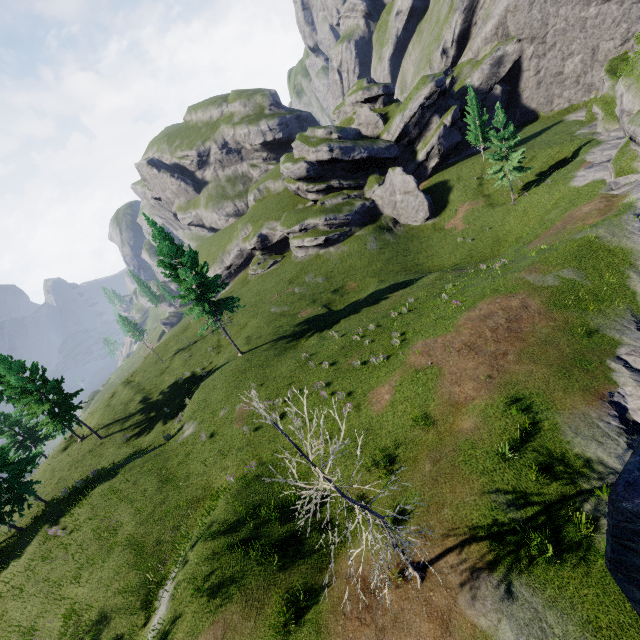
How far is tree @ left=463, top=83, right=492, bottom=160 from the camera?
43.6 meters

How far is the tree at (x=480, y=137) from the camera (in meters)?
43.62

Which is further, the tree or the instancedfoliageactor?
the tree

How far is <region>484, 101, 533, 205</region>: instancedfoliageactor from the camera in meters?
34.4 m

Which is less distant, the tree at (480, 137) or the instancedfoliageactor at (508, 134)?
the instancedfoliageactor at (508, 134)

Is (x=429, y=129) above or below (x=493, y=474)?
above
